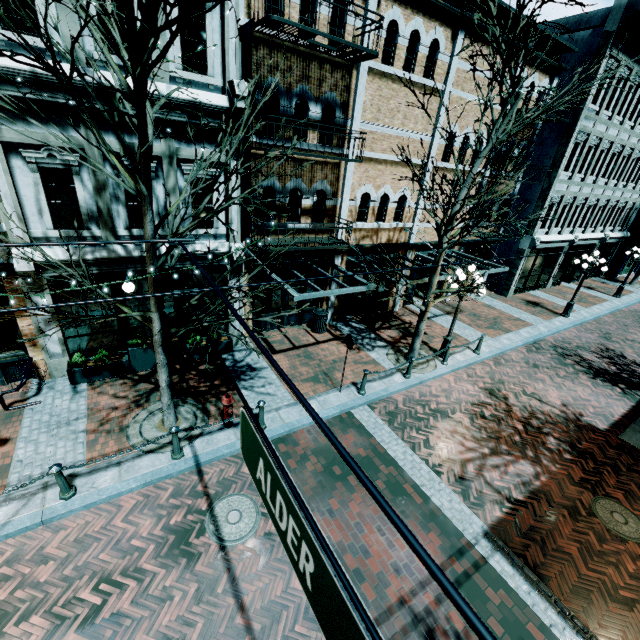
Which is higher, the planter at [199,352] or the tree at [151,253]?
the tree at [151,253]

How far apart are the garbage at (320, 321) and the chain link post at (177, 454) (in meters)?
6.68

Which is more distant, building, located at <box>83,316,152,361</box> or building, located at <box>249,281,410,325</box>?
building, located at <box>249,281,410,325</box>

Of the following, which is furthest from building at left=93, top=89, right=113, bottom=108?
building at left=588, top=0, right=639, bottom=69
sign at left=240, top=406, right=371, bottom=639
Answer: sign at left=240, top=406, right=371, bottom=639

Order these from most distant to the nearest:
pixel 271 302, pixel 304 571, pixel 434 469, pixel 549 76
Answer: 1. pixel 549 76
2. pixel 271 302
3. pixel 434 469
4. pixel 304 571

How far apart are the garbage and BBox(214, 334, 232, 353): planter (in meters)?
3.37

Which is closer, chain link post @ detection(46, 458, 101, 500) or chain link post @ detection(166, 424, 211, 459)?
chain link post @ detection(46, 458, 101, 500)

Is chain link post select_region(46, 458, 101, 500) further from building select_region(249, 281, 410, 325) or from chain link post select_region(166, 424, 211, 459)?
building select_region(249, 281, 410, 325)
